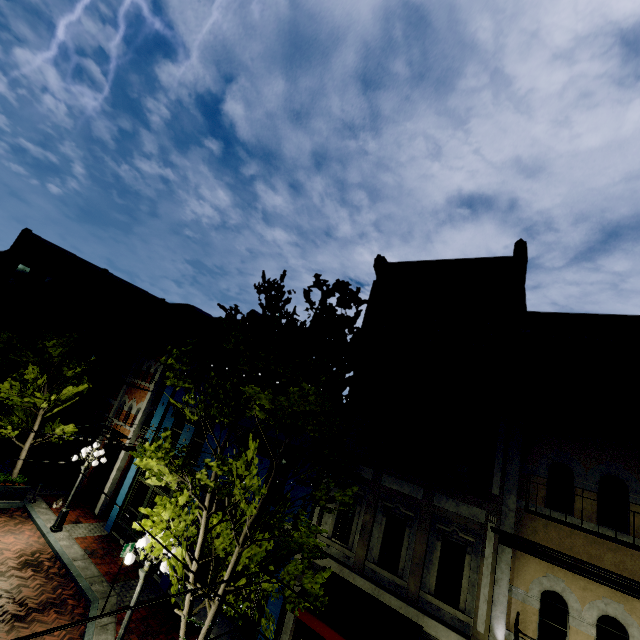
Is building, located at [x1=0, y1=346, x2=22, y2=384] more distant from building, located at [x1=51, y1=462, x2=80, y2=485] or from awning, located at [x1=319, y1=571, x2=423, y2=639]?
awning, located at [x1=319, y1=571, x2=423, y2=639]

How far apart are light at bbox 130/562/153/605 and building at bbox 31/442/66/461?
19.38m

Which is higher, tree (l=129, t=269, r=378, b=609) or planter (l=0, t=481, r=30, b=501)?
tree (l=129, t=269, r=378, b=609)

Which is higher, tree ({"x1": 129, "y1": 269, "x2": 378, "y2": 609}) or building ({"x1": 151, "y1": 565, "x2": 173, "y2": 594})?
tree ({"x1": 129, "y1": 269, "x2": 378, "y2": 609})

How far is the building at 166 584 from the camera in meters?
12.1

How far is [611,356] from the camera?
8.5 meters

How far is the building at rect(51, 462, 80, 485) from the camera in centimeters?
1923cm

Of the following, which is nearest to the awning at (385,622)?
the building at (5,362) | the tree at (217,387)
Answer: the tree at (217,387)
